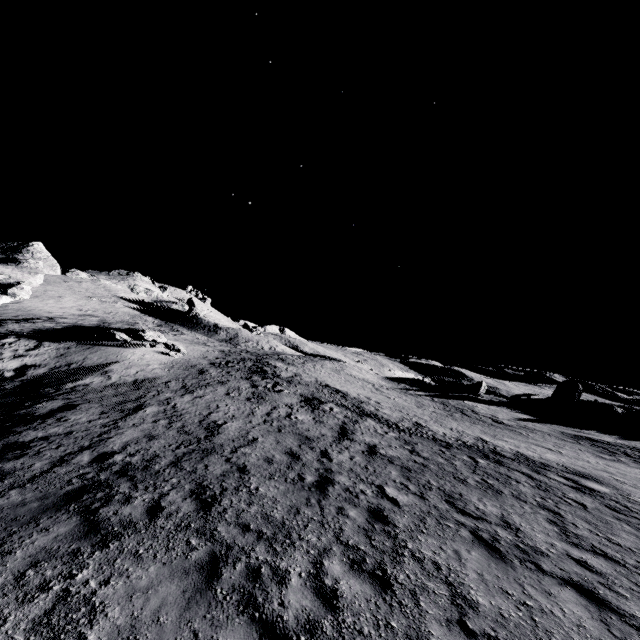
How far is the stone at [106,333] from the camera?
24.7 meters

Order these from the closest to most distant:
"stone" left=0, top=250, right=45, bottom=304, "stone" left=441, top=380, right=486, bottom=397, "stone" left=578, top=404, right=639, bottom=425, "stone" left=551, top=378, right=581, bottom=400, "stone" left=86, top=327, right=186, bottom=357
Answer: "stone" left=86, top=327, right=186, bottom=357
"stone" left=578, top=404, right=639, bottom=425
"stone" left=0, top=250, right=45, bottom=304
"stone" left=441, top=380, right=486, bottom=397
"stone" left=551, top=378, right=581, bottom=400

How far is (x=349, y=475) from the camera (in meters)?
10.05

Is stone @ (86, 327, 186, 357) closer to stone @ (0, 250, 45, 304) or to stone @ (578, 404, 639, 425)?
stone @ (0, 250, 45, 304)

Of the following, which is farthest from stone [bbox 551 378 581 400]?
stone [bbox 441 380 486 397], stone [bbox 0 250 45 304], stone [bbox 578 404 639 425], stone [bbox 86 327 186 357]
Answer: stone [bbox 0 250 45 304]

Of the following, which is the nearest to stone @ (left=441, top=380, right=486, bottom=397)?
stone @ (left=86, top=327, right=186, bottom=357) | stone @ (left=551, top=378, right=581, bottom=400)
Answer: stone @ (left=551, top=378, right=581, bottom=400)

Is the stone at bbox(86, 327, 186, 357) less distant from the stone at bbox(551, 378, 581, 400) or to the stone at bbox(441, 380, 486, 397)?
the stone at bbox(441, 380, 486, 397)

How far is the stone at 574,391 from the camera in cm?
4522
